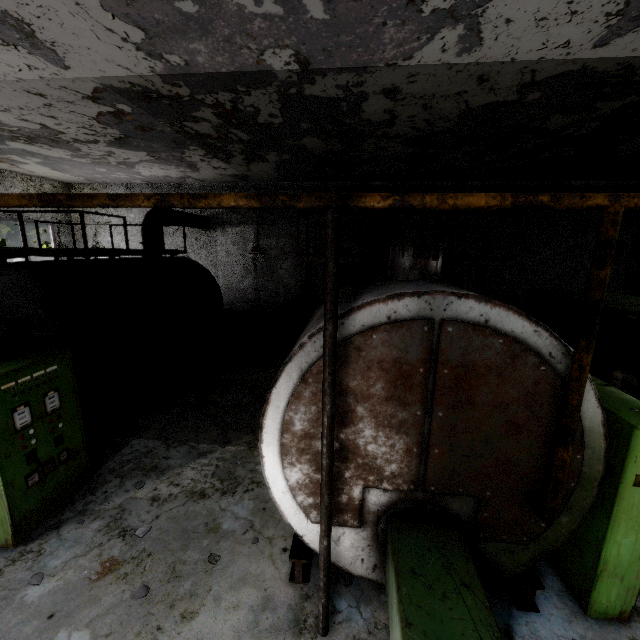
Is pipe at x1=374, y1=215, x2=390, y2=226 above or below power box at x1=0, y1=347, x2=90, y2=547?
above

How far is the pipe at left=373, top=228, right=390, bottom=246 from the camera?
9.8m

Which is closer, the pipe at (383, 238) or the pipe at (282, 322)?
the pipe at (383, 238)

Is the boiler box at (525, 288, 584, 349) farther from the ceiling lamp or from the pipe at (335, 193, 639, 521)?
the ceiling lamp

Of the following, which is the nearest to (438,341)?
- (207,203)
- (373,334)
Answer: (373,334)

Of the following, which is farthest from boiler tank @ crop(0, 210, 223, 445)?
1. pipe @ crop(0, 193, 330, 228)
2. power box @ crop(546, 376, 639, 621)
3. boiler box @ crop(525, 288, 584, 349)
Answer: pipe @ crop(0, 193, 330, 228)

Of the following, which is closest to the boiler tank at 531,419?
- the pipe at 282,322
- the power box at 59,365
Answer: the pipe at 282,322
